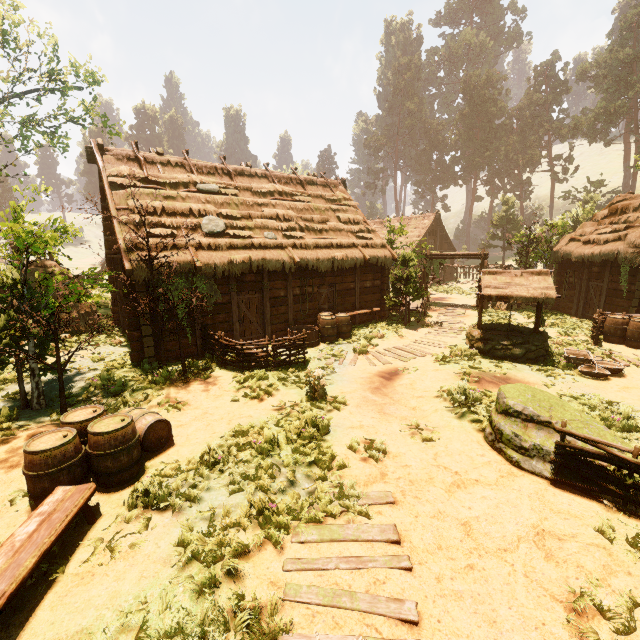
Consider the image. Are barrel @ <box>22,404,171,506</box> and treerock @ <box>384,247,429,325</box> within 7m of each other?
no

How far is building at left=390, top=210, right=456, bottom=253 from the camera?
35.22m

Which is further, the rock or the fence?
the rock

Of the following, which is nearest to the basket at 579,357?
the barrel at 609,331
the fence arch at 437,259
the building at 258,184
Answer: the building at 258,184

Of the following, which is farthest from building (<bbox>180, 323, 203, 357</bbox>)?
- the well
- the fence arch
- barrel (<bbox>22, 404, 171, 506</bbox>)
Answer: the well

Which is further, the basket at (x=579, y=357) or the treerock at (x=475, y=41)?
the treerock at (x=475, y=41)

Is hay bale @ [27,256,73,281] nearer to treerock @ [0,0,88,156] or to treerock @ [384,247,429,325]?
treerock @ [0,0,88,156]

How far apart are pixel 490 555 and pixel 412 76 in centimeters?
7282cm
